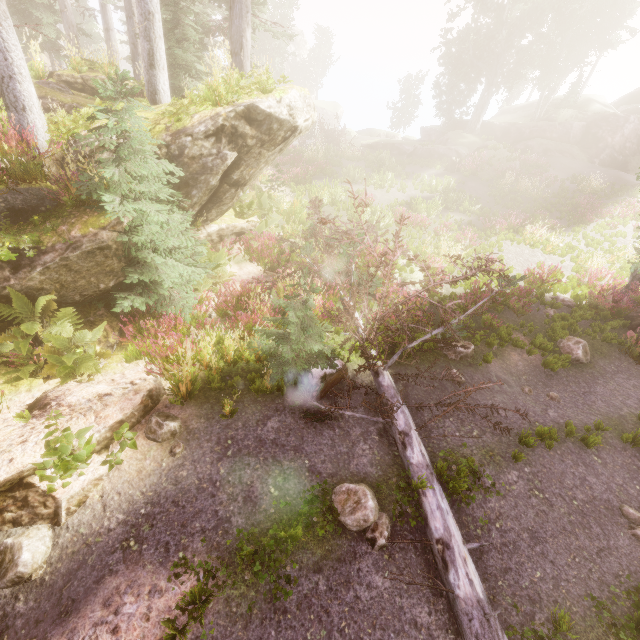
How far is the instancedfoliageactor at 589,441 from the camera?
7.0m

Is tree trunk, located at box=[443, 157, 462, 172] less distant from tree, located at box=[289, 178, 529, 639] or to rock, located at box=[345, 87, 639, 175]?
rock, located at box=[345, 87, 639, 175]

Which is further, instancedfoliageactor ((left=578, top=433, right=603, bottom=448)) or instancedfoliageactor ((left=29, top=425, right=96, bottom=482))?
instancedfoliageactor ((left=578, top=433, right=603, bottom=448))

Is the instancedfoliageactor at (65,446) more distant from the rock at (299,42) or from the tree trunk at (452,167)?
the tree trunk at (452,167)

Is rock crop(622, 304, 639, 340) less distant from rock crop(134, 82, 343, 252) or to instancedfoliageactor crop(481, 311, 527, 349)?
instancedfoliageactor crop(481, 311, 527, 349)

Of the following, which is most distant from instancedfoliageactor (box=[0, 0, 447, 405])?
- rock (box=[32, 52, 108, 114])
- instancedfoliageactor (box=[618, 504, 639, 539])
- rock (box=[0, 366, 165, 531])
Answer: instancedfoliageactor (box=[618, 504, 639, 539])

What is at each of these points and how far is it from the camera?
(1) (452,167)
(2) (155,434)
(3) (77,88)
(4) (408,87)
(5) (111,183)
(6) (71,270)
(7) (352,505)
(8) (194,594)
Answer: (1) tree trunk, 25.0m
(2) instancedfoliageactor, 5.7m
(3) rock, 11.1m
(4) instancedfoliageactor, 46.1m
(5) instancedfoliageactor, 6.6m
(6) rock, 6.6m
(7) instancedfoliageactor, 5.1m
(8) instancedfoliageactor, 4.0m
